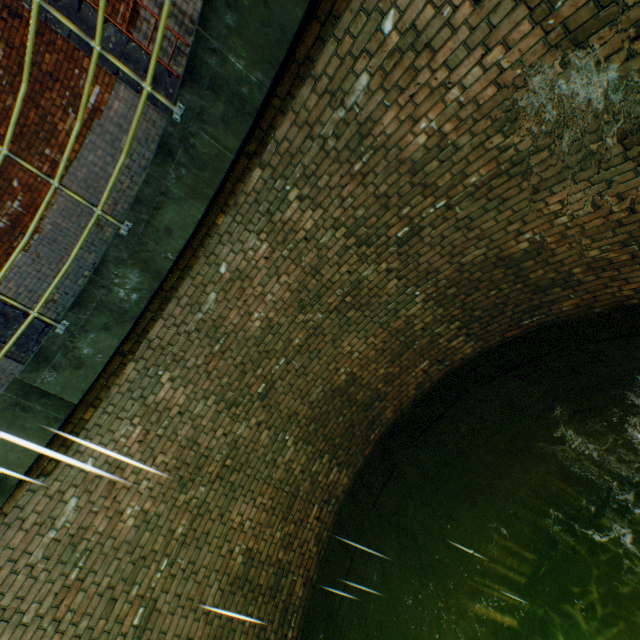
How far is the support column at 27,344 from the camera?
6.2 meters

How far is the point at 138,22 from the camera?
5.38m

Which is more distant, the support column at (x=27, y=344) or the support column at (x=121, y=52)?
the support column at (x=27, y=344)

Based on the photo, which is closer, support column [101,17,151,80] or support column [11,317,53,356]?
support column [101,17,151,80]

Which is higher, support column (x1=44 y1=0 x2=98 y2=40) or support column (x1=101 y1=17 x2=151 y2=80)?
support column (x1=44 y1=0 x2=98 y2=40)

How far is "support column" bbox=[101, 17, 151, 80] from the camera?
5.3 meters
